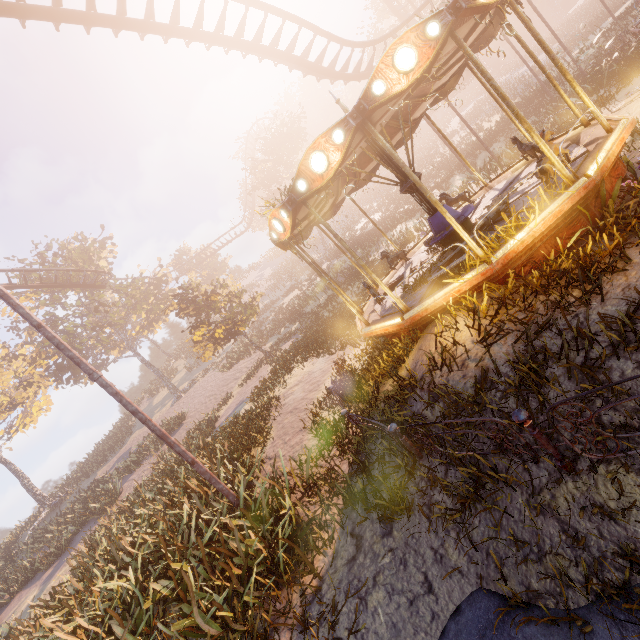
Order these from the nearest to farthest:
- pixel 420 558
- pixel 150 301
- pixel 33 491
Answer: pixel 420 558 < pixel 33 491 < pixel 150 301

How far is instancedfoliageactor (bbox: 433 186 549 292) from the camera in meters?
5.6

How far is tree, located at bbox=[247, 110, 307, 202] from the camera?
34.8m

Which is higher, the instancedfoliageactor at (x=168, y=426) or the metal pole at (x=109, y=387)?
the metal pole at (x=109, y=387)

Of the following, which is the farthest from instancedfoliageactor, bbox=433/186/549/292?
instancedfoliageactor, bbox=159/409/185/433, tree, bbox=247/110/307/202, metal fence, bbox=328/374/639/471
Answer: tree, bbox=247/110/307/202

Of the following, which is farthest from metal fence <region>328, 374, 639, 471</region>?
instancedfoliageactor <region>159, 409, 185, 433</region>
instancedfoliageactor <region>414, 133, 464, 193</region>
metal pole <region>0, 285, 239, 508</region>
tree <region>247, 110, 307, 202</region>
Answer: instancedfoliageactor <region>414, 133, 464, 193</region>

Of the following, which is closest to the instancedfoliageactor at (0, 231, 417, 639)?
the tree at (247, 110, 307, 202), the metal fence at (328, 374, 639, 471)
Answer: the metal fence at (328, 374, 639, 471)

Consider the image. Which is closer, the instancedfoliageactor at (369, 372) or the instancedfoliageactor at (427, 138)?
the instancedfoliageactor at (369, 372)
